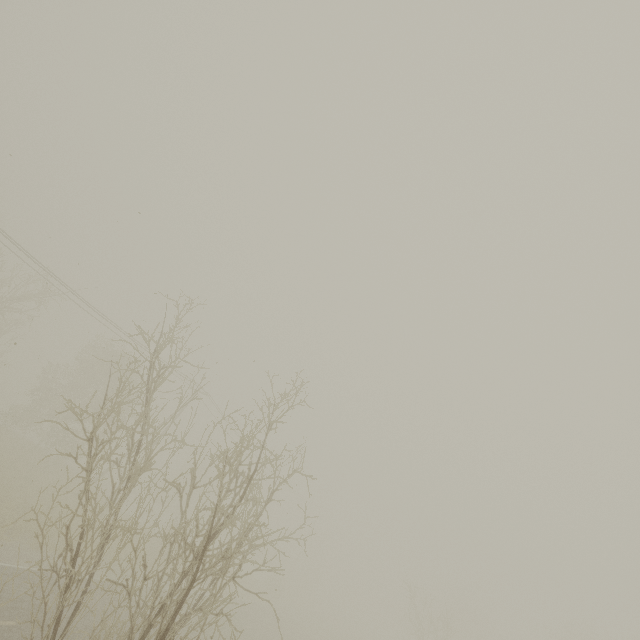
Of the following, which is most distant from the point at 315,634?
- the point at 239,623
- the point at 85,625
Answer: the point at 85,625
